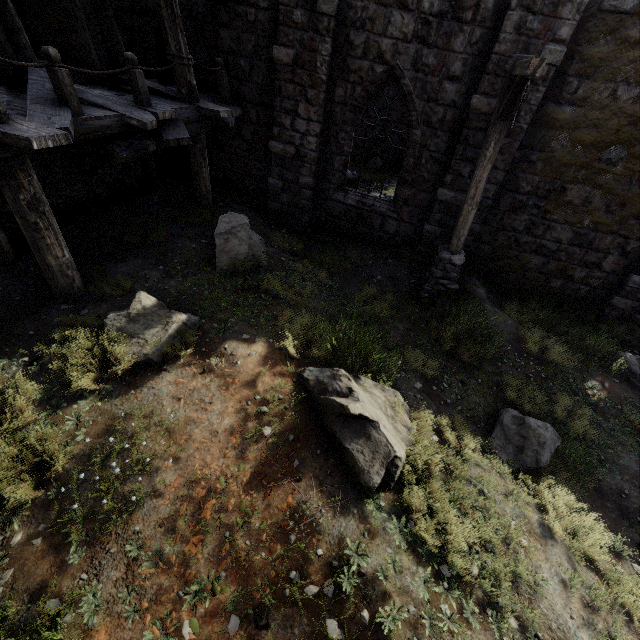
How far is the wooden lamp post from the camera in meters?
4.9 m

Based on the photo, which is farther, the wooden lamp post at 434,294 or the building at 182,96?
the building at 182,96

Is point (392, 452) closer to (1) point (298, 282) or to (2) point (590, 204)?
(1) point (298, 282)

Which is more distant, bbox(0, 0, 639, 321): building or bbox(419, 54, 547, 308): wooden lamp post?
bbox(0, 0, 639, 321): building

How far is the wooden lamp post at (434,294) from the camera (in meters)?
4.93
